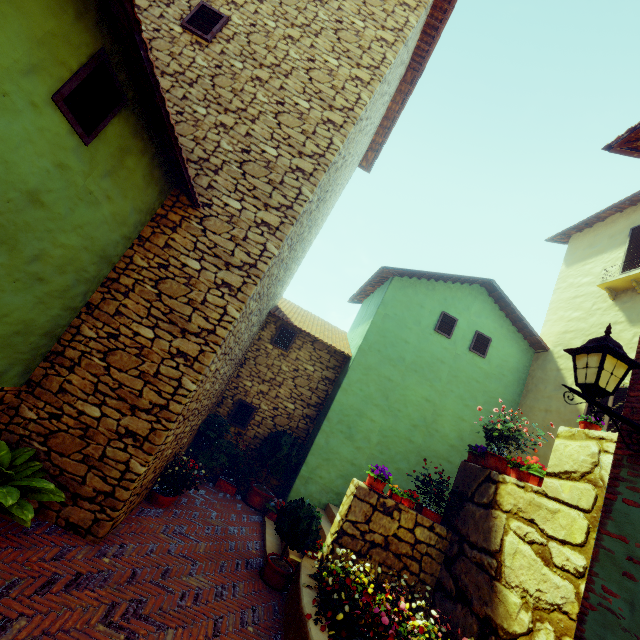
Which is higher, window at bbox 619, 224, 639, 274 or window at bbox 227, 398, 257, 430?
window at bbox 619, 224, 639, 274

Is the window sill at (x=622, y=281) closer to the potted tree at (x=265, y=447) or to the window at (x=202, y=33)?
the window at (x=202, y=33)

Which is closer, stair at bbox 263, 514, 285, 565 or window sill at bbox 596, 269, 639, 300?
stair at bbox 263, 514, 285, 565

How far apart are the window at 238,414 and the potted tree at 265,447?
0.7m

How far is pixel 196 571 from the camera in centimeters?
460cm

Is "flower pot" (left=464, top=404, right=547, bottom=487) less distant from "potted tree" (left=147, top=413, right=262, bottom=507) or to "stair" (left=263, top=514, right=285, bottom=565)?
"stair" (left=263, top=514, right=285, bottom=565)

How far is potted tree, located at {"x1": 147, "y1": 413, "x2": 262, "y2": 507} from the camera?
5.8m

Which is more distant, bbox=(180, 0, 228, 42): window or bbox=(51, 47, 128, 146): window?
bbox=(180, 0, 228, 42): window
